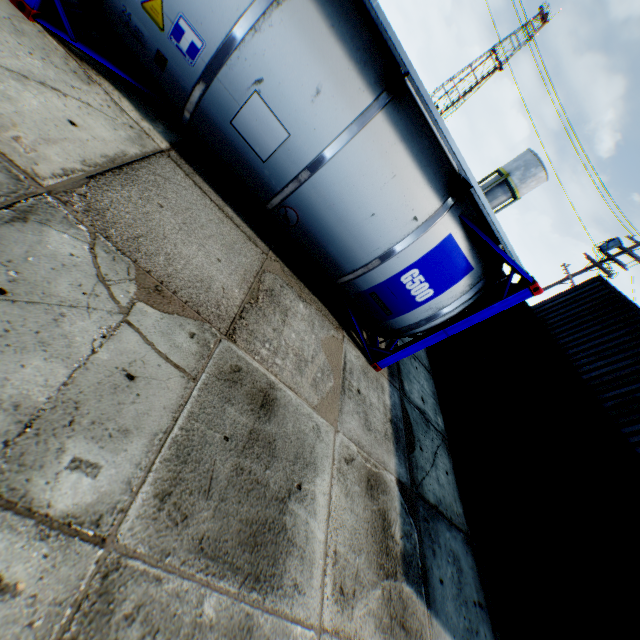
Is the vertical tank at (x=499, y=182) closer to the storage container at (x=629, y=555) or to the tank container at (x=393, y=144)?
the storage container at (x=629, y=555)

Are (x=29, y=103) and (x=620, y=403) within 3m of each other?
no

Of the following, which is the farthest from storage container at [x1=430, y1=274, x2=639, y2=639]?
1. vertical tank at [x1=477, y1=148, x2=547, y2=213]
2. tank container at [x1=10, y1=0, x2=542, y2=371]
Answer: vertical tank at [x1=477, y1=148, x2=547, y2=213]

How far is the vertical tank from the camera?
33.88m

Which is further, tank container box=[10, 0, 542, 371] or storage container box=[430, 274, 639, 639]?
storage container box=[430, 274, 639, 639]

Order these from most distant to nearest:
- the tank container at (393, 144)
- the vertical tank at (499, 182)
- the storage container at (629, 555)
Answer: the vertical tank at (499, 182), the storage container at (629, 555), the tank container at (393, 144)

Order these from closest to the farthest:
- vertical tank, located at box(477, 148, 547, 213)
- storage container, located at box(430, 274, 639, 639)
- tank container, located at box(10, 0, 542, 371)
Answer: tank container, located at box(10, 0, 542, 371), storage container, located at box(430, 274, 639, 639), vertical tank, located at box(477, 148, 547, 213)

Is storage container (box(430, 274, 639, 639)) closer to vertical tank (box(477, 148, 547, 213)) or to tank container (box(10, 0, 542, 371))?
tank container (box(10, 0, 542, 371))
